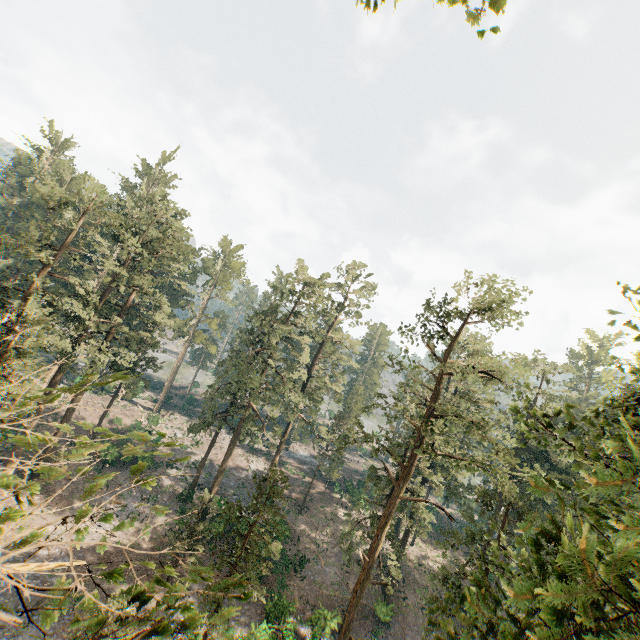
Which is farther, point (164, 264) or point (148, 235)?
point (164, 264)

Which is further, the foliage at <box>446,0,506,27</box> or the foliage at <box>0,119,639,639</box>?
the foliage at <box>446,0,506,27</box>

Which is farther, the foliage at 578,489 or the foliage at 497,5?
the foliage at 497,5
